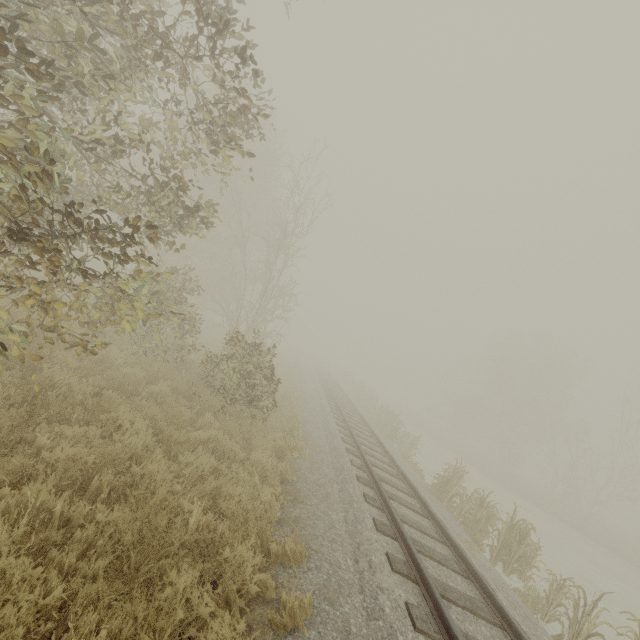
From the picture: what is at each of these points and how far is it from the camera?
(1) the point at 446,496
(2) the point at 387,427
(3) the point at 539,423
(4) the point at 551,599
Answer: (1) tree, 11.0 meters
(2) tree, 18.3 meters
(3) tree, 33.2 meters
(4) tree, 7.7 meters

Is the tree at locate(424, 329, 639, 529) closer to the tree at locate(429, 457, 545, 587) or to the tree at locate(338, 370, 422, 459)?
the tree at locate(338, 370, 422, 459)

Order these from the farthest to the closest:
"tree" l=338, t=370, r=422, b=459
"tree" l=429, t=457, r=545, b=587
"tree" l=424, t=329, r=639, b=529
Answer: "tree" l=424, t=329, r=639, b=529
"tree" l=338, t=370, r=422, b=459
"tree" l=429, t=457, r=545, b=587

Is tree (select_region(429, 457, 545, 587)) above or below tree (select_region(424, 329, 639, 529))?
below

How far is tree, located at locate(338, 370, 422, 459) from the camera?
17.7 meters

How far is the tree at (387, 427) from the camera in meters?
17.7 m

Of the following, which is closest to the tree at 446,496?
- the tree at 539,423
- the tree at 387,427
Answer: the tree at 387,427

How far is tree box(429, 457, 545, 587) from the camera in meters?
9.2 m
